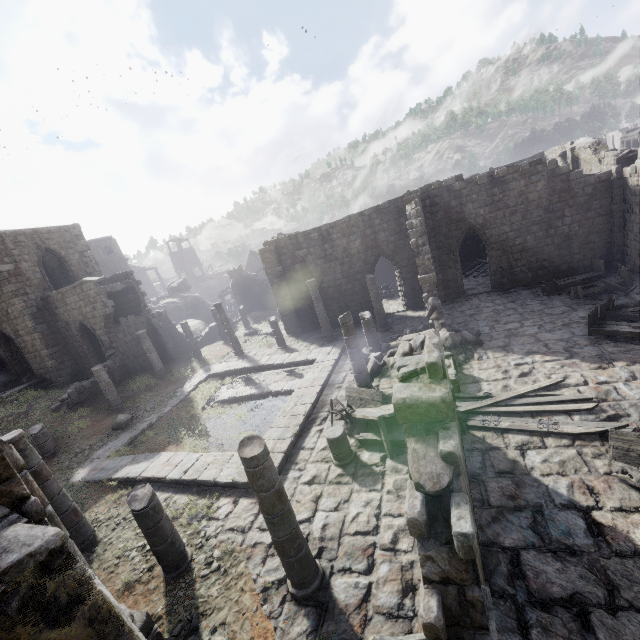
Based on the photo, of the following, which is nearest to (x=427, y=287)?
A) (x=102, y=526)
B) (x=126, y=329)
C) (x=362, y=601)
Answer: (x=362, y=601)

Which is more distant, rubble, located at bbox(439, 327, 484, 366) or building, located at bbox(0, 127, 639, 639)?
rubble, located at bbox(439, 327, 484, 366)

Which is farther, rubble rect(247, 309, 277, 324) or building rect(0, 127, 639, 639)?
rubble rect(247, 309, 277, 324)

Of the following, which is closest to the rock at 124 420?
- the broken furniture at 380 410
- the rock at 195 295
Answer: the broken furniture at 380 410

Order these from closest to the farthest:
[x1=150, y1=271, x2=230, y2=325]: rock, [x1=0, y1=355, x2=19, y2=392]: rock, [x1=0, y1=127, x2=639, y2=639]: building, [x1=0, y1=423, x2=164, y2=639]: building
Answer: [x1=0, y1=423, x2=164, y2=639]: building, [x1=0, y1=127, x2=639, y2=639]: building, [x1=0, y1=355, x2=19, y2=392]: rock, [x1=150, y1=271, x2=230, y2=325]: rock

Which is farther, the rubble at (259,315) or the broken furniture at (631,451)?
the rubble at (259,315)

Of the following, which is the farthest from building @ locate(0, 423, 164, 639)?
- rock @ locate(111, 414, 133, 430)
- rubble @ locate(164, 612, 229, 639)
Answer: rock @ locate(111, 414, 133, 430)

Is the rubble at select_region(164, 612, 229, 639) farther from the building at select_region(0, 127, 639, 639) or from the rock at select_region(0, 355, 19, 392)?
the rock at select_region(0, 355, 19, 392)
